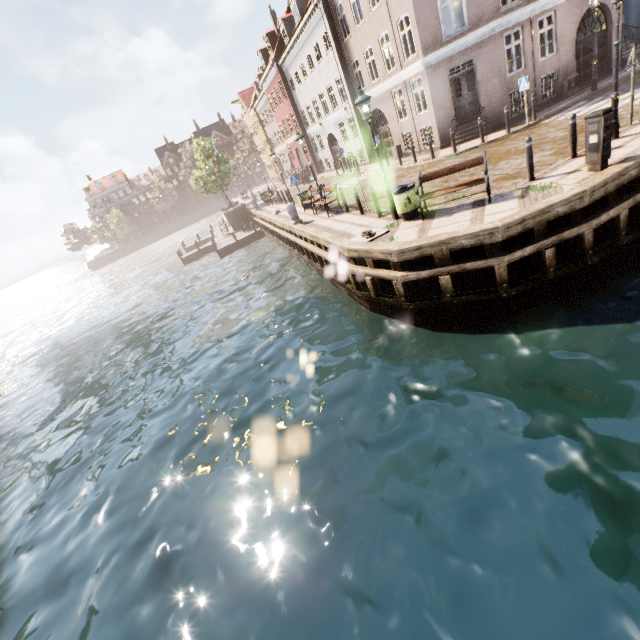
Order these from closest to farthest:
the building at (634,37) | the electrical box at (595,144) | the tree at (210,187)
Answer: the electrical box at (595,144) < the building at (634,37) < the tree at (210,187)

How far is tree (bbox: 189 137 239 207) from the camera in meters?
31.4 m

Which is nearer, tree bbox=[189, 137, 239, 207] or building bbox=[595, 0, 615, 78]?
building bbox=[595, 0, 615, 78]

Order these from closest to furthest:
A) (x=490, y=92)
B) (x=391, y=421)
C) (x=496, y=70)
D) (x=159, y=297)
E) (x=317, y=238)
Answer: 1. (x=391, y=421)
2. (x=317, y=238)
3. (x=496, y=70)
4. (x=490, y=92)
5. (x=159, y=297)

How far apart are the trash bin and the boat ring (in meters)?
0.62

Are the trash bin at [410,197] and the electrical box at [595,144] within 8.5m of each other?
yes

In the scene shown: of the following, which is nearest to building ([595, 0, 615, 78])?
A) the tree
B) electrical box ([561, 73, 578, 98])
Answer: electrical box ([561, 73, 578, 98])

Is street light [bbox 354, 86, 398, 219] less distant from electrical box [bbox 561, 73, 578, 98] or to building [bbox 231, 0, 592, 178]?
building [bbox 231, 0, 592, 178]
